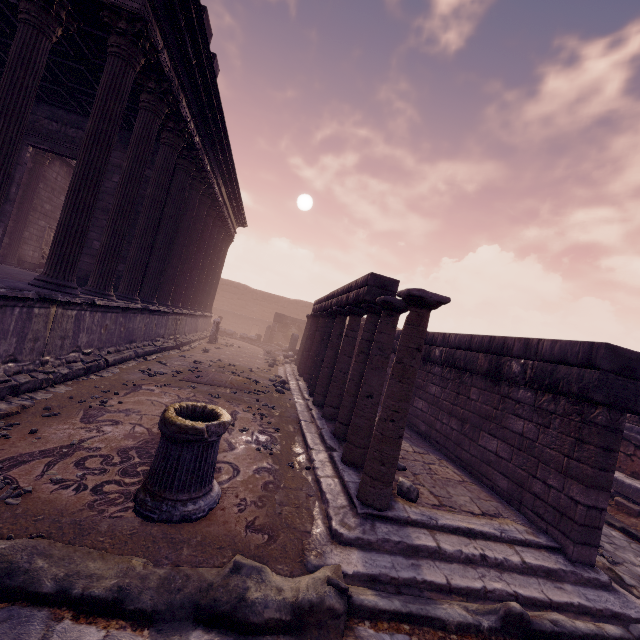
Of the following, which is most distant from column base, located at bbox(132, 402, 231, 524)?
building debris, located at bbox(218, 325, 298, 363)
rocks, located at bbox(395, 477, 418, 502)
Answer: building debris, located at bbox(218, 325, 298, 363)

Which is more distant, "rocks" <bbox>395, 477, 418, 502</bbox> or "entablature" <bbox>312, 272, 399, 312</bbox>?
"entablature" <bbox>312, 272, 399, 312</bbox>

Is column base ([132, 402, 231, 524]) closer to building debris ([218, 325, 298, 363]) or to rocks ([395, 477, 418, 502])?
rocks ([395, 477, 418, 502])

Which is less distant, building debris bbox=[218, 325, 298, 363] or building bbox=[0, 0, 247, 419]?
building bbox=[0, 0, 247, 419]

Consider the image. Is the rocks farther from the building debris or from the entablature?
the building debris

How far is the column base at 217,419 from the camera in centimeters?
303cm

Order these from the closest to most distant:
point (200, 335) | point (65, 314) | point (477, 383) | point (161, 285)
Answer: point (65, 314) < point (477, 383) < point (161, 285) < point (200, 335)

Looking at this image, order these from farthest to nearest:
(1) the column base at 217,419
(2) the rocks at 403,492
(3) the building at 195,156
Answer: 1. (3) the building at 195,156
2. (2) the rocks at 403,492
3. (1) the column base at 217,419
